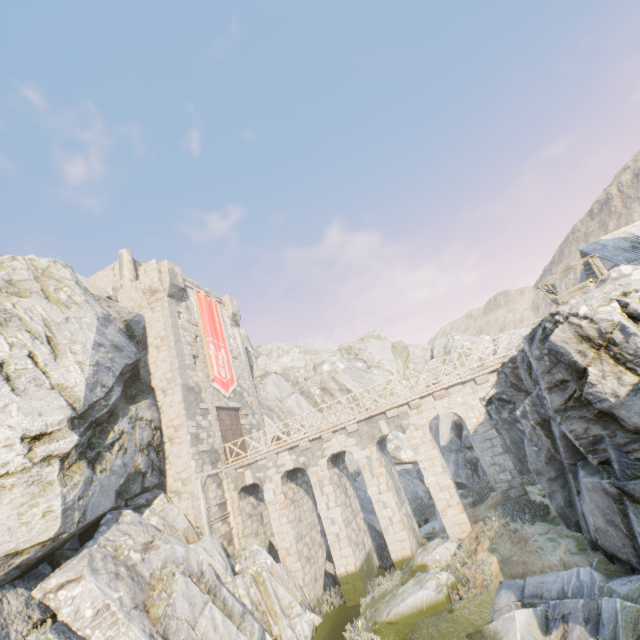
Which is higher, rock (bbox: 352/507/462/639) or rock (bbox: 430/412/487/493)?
rock (bbox: 430/412/487/493)

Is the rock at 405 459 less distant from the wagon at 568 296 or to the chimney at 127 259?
the wagon at 568 296

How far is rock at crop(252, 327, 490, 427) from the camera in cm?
3241

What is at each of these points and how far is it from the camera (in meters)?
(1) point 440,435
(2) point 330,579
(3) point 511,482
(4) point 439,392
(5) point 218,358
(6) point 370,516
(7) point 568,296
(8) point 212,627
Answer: (1) rock, 29.31
(2) rock, 18.64
(3) bridge support, 15.02
(4) stone blocks, 16.86
(5) flag, 24.48
(6) rock, 23.05
(7) wagon, 10.89
(8) rock, 11.56

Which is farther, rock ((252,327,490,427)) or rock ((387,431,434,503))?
rock ((252,327,490,427))

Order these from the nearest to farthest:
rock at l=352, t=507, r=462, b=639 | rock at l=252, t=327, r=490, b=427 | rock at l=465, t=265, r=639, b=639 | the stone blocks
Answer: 1. rock at l=465, t=265, r=639, b=639
2. rock at l=352, t=507, r=462, b=639
3. the stone blocks
4. rock at l=252, t=327, r=490, b=427

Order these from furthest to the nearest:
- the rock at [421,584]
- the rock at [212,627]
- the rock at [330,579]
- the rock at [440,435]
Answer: the rock at [440,435] → the rock at [330,579] → the rock at [421,584] → the rock at [212,627]
